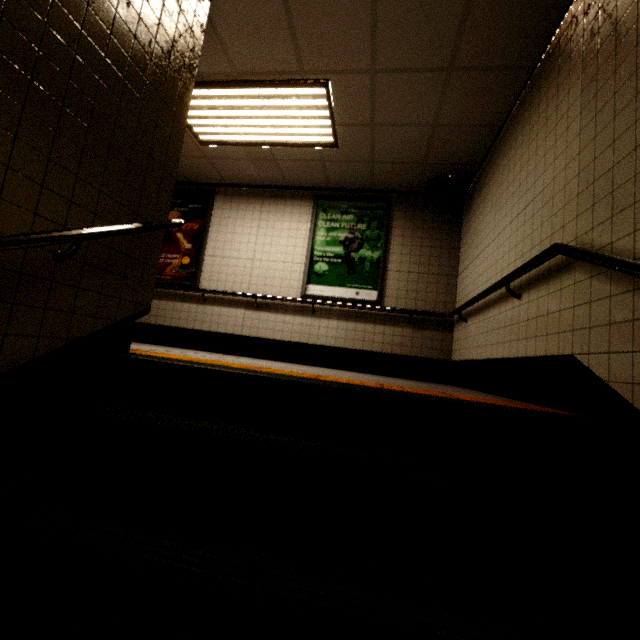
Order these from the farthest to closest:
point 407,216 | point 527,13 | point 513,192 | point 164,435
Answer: point 407,216
point 513,192
point 527,13
point 164,435

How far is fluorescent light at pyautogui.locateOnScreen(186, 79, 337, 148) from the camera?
3.5 meters

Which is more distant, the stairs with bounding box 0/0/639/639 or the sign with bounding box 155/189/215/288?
the sign with bounding box 155/189/215/288

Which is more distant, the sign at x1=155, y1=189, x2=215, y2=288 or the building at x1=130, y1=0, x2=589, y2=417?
the sign at x1=155, y1=189, x2=215, y2=288

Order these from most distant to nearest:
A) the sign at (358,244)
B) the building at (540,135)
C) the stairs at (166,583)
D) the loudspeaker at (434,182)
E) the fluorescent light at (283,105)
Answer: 1. the sign at (358,244)
2. the loudspeaker at (434,182)
3. the fluorescent light at (283,105)
4. the building at (540,135)
5. the stairs at (166,583)

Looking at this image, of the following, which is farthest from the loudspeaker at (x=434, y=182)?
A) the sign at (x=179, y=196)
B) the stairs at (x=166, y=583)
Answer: the sign at (x=179, y=196)

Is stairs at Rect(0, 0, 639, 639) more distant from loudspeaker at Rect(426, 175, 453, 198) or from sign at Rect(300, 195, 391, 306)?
sign at Rect(300, 195, 391, 306)

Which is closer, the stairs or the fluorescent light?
the stairs
